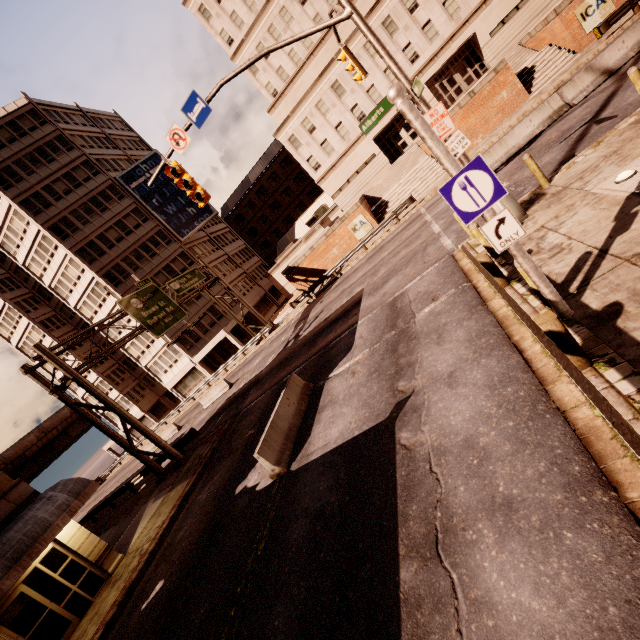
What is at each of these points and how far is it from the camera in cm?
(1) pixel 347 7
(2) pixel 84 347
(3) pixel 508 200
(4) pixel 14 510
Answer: (1) traffic light, 849
(2) building, 4641
(3) traffic light, 952
(4) building, 1235

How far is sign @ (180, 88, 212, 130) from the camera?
10.1 meters

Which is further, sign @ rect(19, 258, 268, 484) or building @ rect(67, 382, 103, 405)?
building @ rect(67, 382, 103, 405)

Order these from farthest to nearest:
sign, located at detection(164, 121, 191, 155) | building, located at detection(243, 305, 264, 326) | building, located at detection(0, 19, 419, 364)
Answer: building, located at detection(243, 305, 264, 326), building, located at detection(0, 19, 419, 364), sign, located at detection(164, 121, 191, 155)

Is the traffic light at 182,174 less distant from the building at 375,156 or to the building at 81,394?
the building at 375,156

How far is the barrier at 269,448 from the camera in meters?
Result: 9.3

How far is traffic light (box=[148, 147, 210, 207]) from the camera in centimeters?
1104cm

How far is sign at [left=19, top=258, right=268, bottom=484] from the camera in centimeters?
1783cm
